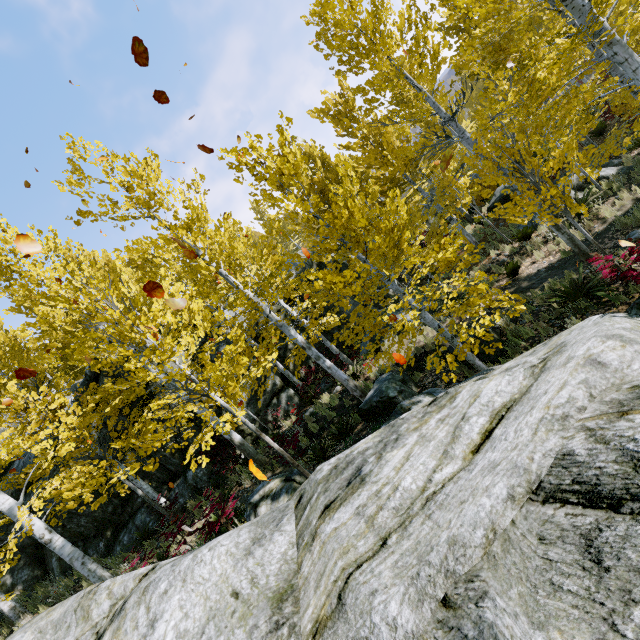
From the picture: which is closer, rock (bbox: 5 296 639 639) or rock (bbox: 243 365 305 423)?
rock (bbox: 5 296 639 639)

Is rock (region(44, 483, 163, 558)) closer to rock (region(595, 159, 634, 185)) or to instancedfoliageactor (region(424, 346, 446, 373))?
instancedfoliageactor (region(424, 346, 446, 373))

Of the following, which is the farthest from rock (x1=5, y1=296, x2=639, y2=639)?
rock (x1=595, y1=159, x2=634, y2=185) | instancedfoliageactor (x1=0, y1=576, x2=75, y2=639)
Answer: rock (x1=595, y1=159, x2=634, y2=185)

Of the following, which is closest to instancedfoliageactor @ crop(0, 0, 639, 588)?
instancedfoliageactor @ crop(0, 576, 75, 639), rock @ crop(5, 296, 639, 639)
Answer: rock @ crop(5, 296, 639, 639)

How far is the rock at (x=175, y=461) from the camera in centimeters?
1178cm

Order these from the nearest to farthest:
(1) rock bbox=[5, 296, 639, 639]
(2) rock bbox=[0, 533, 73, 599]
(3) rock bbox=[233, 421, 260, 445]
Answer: (1) rock bbox=[5, 296, 639, 639] < (2) rock bbox=[0, 533, 73, 599] < (3) rock bbox=[233, 421, 260, 445]

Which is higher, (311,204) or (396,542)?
(311,204)

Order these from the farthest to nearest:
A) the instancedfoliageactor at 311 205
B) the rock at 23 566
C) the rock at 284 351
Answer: the rock at 284 351 < the rock at 23 566 < the instancedfoliageactor at 311 205
